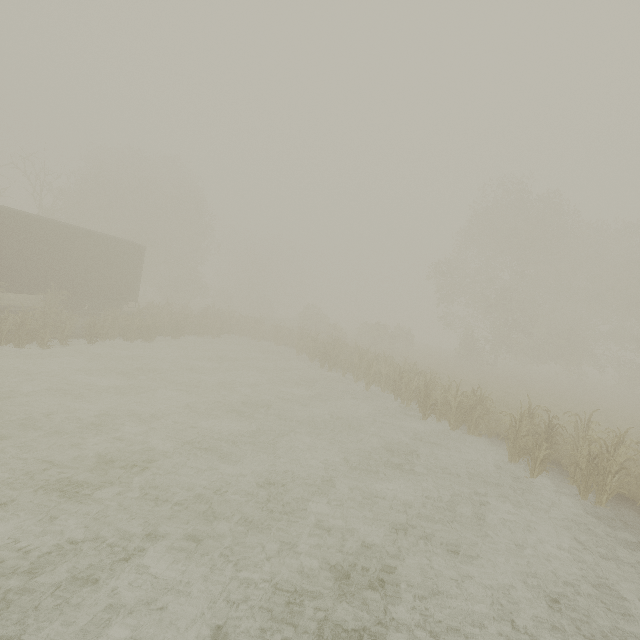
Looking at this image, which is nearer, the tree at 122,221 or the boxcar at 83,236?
the tree at 122,221

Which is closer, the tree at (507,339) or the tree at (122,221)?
the tree at (122,221)

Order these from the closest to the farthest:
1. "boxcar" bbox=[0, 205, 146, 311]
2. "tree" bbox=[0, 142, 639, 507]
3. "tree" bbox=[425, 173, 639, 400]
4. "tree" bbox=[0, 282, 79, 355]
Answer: "tree" bbox=[0, 142, 639, 507] → "tree" bbox=[0, 282, 79, 355] → "boxcar" bbox=[0, 205, 146, 311] → "tree" bbox=[425, 173, 639, 400]

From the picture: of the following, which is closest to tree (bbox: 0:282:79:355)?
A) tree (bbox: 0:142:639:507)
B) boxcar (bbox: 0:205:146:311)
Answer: boxcar (bbox: 0:205:146:311)

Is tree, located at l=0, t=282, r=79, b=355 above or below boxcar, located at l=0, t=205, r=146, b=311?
below

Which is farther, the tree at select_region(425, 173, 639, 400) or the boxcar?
the tree at select_region(425, 173, 639, 400)

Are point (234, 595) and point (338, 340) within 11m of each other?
no
